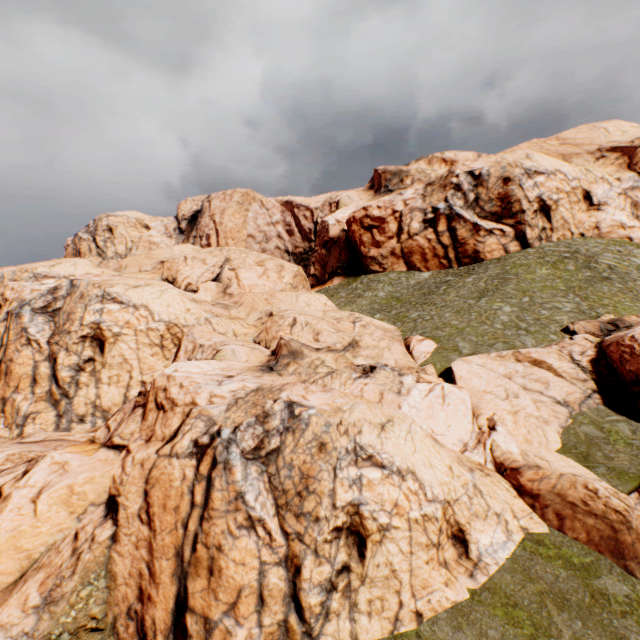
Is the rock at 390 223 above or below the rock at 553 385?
above

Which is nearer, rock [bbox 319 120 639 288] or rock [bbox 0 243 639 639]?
rock [bbox 0 243 639 639]

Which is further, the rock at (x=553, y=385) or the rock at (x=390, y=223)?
the rock at (x=390, y=223)

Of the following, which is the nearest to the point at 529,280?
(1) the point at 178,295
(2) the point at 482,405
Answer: (2) the point at 482,405

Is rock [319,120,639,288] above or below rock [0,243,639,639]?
above
